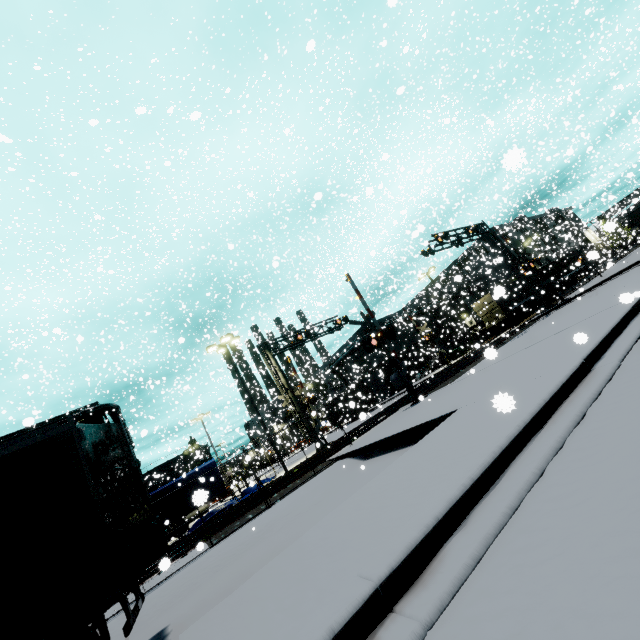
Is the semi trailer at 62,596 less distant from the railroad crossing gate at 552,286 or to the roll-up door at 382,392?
→ the railroad crossing gate at 552,286

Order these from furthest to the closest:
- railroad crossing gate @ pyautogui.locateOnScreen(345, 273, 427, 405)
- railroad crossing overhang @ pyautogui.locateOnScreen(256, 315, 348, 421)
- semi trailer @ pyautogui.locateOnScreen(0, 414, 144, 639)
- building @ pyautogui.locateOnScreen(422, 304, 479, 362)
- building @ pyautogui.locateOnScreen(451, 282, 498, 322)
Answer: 1. building @ pyautogui.locateOnScreen(422, 304, 479, 362)
2. building @ pyautogui.locateOnScreen(451, 282, 498, 322)
3. railroad crossing overhang @ pyautogui.locateOnScreen(256, 315, 348, 421)
4. railroad crossing gate @ pyautogui.locateOnScreen(345, 273, 427, 405)
5. semi trailer @ pyautogui.locateOnScreen(0, 414, 144, 639)

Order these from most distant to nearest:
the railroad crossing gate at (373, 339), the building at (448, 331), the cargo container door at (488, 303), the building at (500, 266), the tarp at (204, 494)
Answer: the building at (448, 331) → the building at (500, 266) → the cargo container door at (488, 303) → the railroad crossing gate at (373, 339) → the tarp at (204, 494)

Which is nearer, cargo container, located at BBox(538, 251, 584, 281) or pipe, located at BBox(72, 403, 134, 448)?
pipe, located at BBox(72, 403, 134, 448)

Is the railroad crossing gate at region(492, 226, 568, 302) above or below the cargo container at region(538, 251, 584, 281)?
below

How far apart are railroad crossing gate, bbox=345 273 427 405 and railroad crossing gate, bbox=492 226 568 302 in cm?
1363

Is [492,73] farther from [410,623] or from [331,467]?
[410,623]

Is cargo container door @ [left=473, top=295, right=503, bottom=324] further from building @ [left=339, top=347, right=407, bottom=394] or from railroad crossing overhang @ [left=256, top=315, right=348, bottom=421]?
railroad crossing overhang @ [left=256, top=315, right=348, bottom=421]
